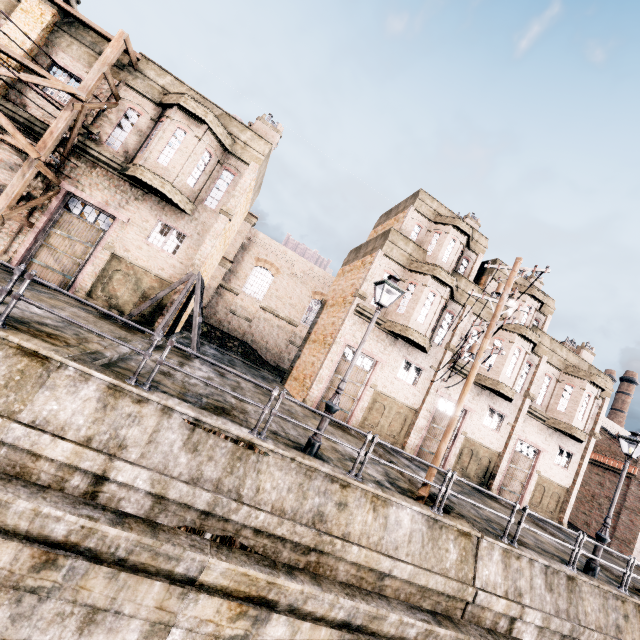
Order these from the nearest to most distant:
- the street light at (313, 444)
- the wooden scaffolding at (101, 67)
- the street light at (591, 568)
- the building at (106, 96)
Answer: the street light at (313, 444)
the street light at (591, 568)
the wooden scaffolding at (101, 67)
the building at (106, 96)

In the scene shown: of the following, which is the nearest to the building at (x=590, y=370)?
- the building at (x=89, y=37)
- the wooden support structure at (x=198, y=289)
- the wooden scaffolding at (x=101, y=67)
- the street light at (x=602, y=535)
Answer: the street light at (x=602, y=535)

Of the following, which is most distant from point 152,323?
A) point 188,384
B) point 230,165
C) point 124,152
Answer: point 230,165

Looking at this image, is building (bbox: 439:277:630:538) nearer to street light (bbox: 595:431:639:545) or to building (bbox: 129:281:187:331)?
street light (bbox: 595:431:639:545)

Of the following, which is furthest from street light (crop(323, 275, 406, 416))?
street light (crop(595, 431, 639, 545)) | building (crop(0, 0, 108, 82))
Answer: street light (crop(595, 431, 639, 545))

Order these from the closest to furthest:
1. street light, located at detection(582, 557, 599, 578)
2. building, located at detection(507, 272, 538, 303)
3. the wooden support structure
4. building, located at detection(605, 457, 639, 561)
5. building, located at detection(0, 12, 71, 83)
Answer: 1. street light, located at detection(582, 557, 599, 578)
2. building, located at detection(0, 12, 71, 83)
3. the wooden support structure
4. building, located at detection(507, 272, 538, 303)
5. building, located at detection(605, 457, 639, 561)

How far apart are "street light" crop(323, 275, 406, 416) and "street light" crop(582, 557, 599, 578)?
11.8 meters

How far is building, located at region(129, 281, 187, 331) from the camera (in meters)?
16.42
